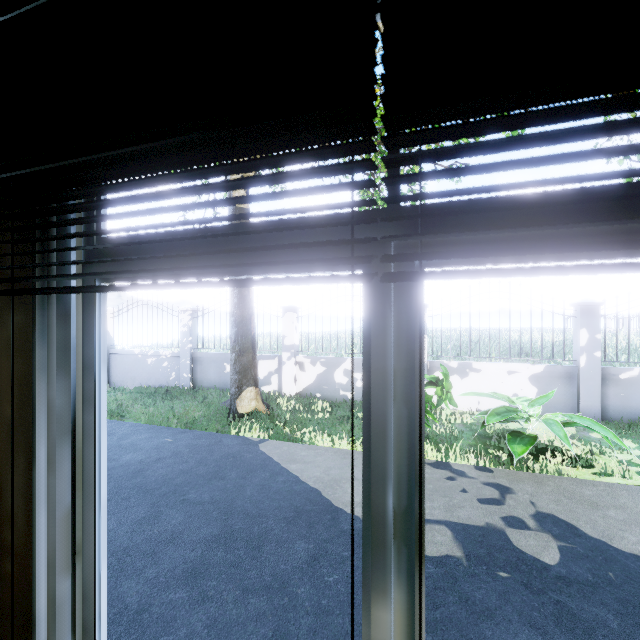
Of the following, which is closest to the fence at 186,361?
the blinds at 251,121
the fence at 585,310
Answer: the fence at 585,310

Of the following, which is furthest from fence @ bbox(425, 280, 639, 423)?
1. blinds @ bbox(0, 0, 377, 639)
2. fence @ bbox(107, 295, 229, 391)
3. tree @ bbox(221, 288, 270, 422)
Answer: blinds @ bbox(0, 0, 377, 639)

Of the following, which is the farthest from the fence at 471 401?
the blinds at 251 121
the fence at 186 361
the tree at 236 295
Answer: the blinds at 251 121

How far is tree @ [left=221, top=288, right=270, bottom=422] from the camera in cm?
702

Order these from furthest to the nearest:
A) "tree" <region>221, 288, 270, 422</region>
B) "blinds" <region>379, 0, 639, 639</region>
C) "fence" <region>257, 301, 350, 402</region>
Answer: "fence" <region>257, 301, 350, 402</region> → "tree" <region>221, 288, 270, 422</region> → "blinds" <region>379, 0, 639, 639</region>

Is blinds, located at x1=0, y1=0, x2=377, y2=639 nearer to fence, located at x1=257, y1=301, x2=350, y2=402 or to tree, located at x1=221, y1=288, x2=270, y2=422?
tree, located at x1=221, y1=288, x2=270, y2=422

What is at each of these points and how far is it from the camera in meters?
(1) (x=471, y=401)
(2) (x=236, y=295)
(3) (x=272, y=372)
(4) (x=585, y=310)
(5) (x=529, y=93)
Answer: (1) fence, 7.2
(2) tree, 7.0
(3) fence, 8.7
(4) fence, 6.5
(5) blinds, 0.5
